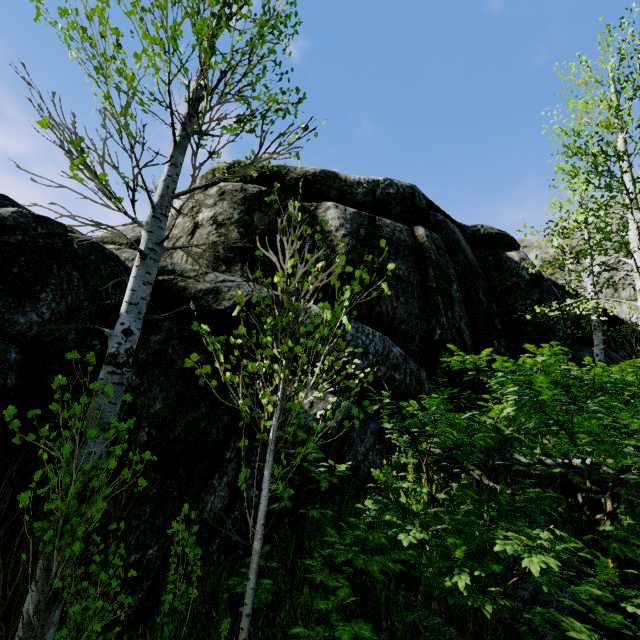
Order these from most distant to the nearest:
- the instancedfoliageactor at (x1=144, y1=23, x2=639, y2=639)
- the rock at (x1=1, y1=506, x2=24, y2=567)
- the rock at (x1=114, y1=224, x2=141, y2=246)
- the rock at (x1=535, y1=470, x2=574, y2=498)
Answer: the rock at (x1=114, y1=224, x2=141, y2=246), the rock at (x1=535, y1=470, x2=574, y2=498), the rock at (x1=1, y1=506, x2=24, y2=567), the instancedfoliageactor at (x1=144, y1=23, x2=639, y2=639)

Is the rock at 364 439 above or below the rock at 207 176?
below

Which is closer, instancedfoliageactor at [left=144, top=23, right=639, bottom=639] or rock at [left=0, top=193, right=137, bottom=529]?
instancedfoliageactor at [left=144, top=23, right=639, bottom=639]

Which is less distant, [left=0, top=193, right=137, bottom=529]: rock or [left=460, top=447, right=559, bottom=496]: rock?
[left=0, top=193, right=137, bottom=529]: rock

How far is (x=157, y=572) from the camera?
3.7 meters

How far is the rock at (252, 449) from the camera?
4.04m

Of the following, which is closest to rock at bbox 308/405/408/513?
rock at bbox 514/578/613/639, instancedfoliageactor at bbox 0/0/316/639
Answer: instancedfoliageactor at bbox 0/0/316/639
